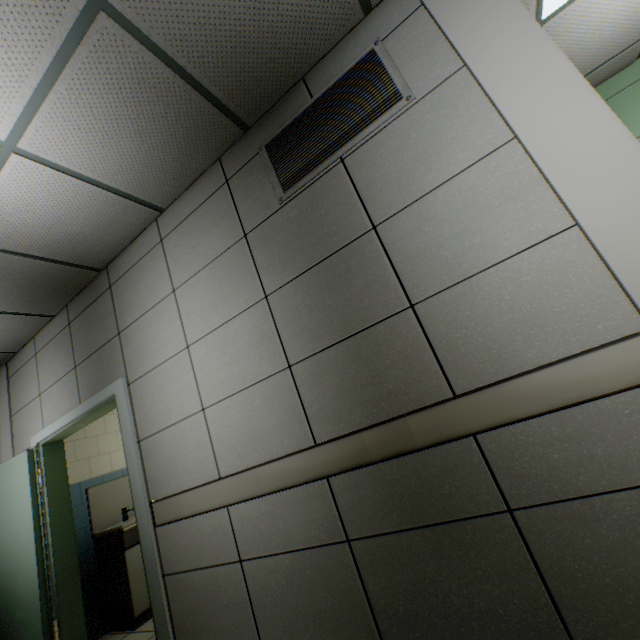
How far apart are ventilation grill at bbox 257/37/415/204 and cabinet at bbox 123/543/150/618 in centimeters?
407cm

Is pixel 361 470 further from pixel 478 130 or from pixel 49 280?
pixel 49 280

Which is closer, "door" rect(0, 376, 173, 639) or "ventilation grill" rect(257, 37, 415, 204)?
"ventilation grill" rect(257, 37, 415, 204)

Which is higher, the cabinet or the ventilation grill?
the ventilation grill

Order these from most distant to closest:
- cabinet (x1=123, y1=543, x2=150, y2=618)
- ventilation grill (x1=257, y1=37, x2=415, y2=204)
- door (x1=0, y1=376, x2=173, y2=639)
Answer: cabinet (x1=123, y1=543, x2=150, y2=618) → door (x1=0, y1=376, x2=173, y2=639) → ventilation grill (x1=257, y1=37, x2=415, y2=204)

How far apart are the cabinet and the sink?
0.01m

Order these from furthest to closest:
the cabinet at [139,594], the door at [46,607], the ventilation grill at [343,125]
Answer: the cabinet at [139,594]
the door at [46,607]
the ventilation grill at [343,125]

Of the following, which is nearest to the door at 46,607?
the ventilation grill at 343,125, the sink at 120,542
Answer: the sink at 120,542
